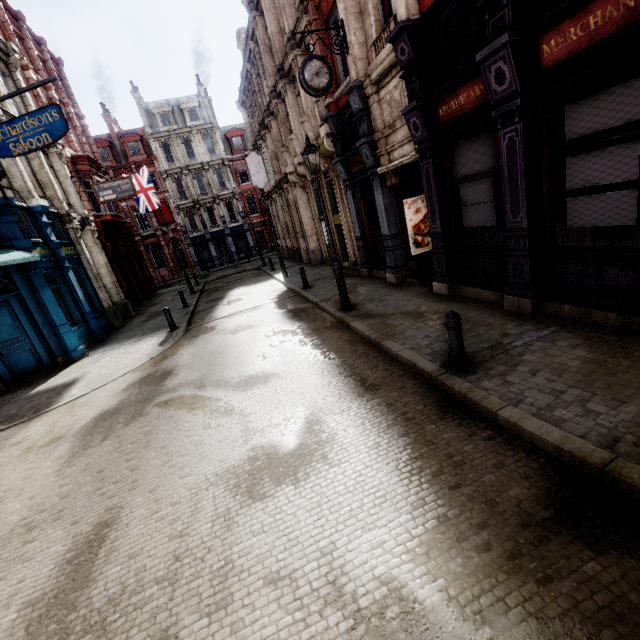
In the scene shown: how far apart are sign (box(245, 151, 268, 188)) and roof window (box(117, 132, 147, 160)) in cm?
2294

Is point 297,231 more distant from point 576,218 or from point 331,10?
point 576,218

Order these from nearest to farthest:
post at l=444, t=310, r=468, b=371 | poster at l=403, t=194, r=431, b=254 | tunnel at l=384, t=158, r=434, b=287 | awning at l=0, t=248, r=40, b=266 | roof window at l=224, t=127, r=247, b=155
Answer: post at l=444, t=310, r=468, b=371 < awning at l=0, t=248, r=40, b=266 < tunnel at l=384, t=158, r=434, b=287 < poster at l=403, t=194, r=431, b=254 < roof window at l=224, t=127, r=247, b=155

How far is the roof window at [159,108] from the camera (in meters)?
37.47

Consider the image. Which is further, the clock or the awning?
the awning

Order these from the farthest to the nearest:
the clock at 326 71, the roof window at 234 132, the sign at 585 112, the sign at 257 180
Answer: the roof window at 234 132 < the sign at 257 180 < the clock at 326 71 < the sign at 585 112

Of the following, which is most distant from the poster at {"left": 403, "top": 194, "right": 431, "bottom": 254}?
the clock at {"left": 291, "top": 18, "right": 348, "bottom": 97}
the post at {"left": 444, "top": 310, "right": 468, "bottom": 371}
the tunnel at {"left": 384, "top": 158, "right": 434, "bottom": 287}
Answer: the post at {"left": 444, "top": 310, "right": 468, "bottom": 371}

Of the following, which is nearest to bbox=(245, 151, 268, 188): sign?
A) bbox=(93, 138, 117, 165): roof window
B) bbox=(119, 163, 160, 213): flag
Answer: bbox=(119, 163, 160, 213): flag
